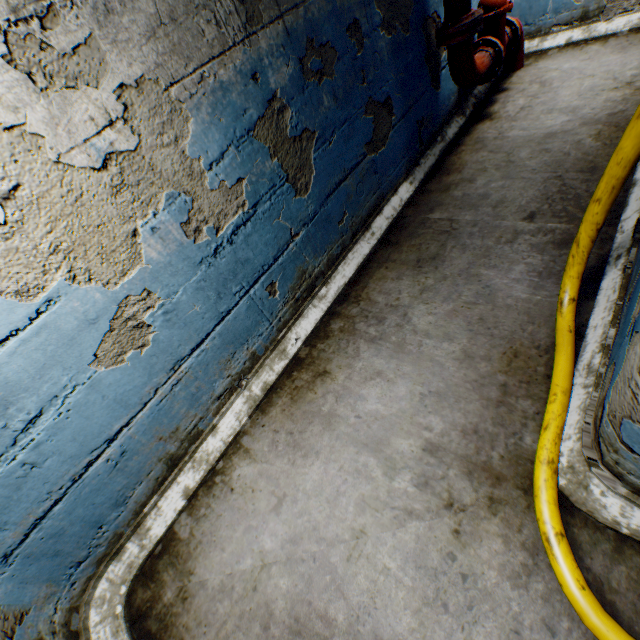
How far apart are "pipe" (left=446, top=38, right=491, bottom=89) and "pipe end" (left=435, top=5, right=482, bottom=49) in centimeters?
11cm

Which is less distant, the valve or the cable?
the cable

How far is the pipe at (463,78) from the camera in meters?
2.7

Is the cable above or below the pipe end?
below

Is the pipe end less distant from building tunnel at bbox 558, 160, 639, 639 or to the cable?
building tunnel at bbox 558, 160, 639, 639

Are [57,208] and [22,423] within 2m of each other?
yes

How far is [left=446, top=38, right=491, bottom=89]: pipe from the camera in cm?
275

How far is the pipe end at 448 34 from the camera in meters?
2.6 m
